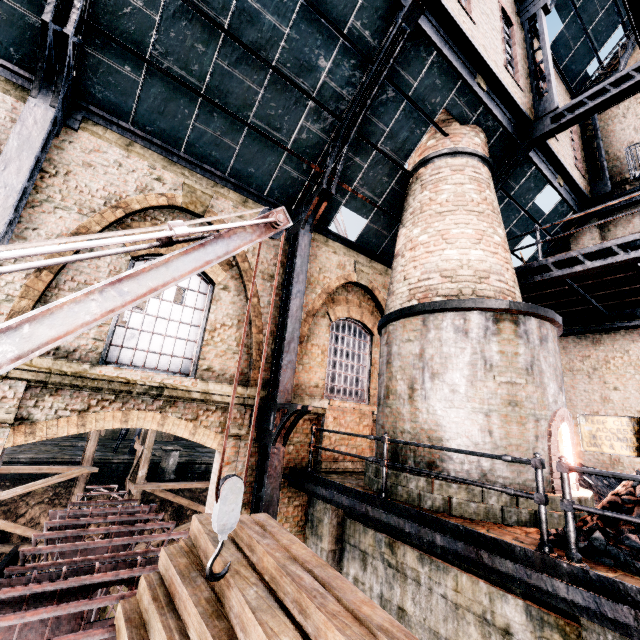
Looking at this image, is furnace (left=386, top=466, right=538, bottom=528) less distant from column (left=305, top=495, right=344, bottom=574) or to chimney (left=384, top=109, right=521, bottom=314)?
chimney (left=384, top=109, right=521, bottom=314)

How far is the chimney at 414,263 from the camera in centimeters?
809cm

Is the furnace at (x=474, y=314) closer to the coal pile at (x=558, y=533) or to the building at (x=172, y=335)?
the coal pile at (x=558, y=533)

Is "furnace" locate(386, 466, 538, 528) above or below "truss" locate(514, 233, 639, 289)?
below

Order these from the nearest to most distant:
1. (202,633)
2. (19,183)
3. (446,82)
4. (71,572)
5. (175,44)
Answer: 1. (202,633)
2. (71,572)
3. (19,183)
4. (175,44)
5. (446,82)

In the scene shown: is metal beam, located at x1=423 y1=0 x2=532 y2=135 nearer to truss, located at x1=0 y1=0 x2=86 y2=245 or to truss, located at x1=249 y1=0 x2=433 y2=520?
truss, located at x1=249 y1=0 x2=433 y2=520

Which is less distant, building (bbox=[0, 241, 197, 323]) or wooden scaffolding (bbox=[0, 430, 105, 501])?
building (bbox=[0, 241, 197, 323])

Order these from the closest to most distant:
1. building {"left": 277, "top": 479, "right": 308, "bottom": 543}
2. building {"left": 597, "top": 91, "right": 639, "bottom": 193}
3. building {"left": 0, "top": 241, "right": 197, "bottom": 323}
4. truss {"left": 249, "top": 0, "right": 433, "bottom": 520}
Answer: building {"left": 0, "top": 241, "right": 197, "bottom": 323}, truss {"left": 249, "top": 0, "right": 433, "bottom": 520}, building {"left": 277, "top": 479, "right": 308, "bottom": 543}, building {"left": 597, "top": 91, "right": 639, "bottom": 193}
